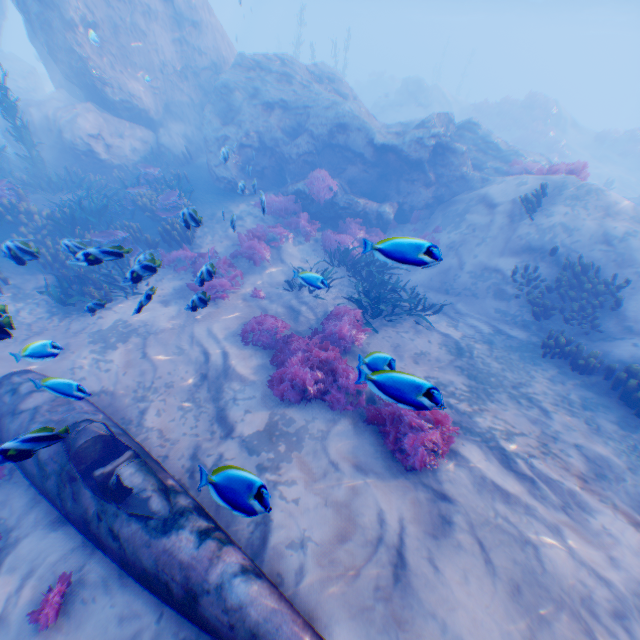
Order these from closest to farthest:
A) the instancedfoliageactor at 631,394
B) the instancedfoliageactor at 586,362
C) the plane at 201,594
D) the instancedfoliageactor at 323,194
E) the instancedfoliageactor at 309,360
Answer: the plane at 201,594 → the instancedfoliageactor at 309,360 → the instancedfoliageactor at 631,394 → the instancedfoliageactor at 586,362 → the instancedfoliageactor at 323,194

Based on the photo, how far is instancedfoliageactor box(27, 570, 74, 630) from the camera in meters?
3.8 m

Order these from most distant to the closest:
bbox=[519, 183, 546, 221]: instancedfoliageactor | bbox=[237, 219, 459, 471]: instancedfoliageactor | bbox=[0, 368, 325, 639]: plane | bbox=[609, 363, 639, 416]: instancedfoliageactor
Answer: bbox=[519, 183, 546, 221]: instancedfoliageactor, bbox=[609, 363, 639, 416]: instancedfoliageactor, bbox=[237, 219, 459, 471]: instancedfoliageactor, bbox=[0, 368, 325, 639]: plane

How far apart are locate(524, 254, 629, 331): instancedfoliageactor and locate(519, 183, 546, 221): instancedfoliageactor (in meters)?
1.56

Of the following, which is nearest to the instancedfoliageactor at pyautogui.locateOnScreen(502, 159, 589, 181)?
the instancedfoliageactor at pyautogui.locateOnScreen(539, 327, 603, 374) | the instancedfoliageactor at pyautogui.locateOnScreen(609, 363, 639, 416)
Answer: the instancedfoliageactor at pyautogui.locateOnScreen(539, 327, 603, 374)

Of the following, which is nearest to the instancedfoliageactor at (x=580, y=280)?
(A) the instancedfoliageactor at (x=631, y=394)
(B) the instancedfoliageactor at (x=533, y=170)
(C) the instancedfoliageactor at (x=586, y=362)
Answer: (C) the instancedfoliageactor at (x=586, y=362)

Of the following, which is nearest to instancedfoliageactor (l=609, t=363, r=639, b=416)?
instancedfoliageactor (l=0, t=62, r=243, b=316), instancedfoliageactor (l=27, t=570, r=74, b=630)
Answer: instancedfoliageactor (l=0, t=62, r=243, b=316)

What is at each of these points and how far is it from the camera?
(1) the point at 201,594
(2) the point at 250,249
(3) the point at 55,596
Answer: (1) plane, 3.53m
(2) instancedfoliageactor, 10.94m
(3) instancedfoliageactor, 3.91m
